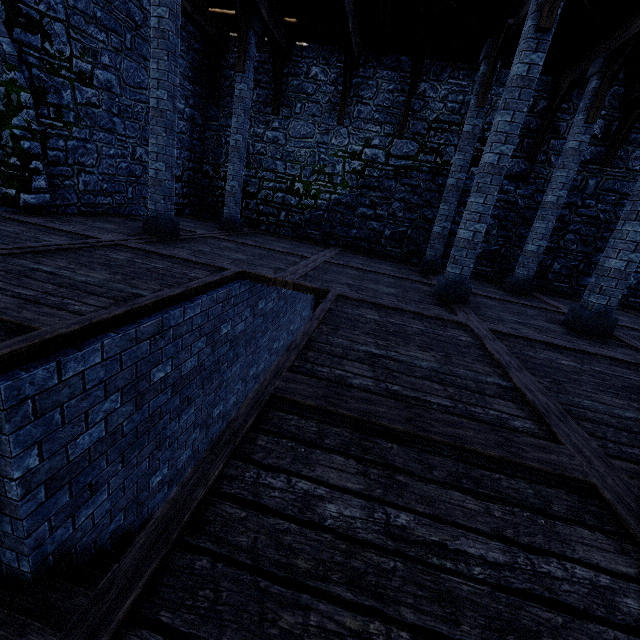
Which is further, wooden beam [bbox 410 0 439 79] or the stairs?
wooden beam [bbox 410 0 439 79]

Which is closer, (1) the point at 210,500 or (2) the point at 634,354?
(1) the point at 210,500

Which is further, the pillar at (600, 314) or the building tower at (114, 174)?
the building tower at (114, 174)

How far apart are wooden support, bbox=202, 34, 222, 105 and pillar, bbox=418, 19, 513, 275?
7.9m

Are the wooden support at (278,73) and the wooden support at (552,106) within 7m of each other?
no

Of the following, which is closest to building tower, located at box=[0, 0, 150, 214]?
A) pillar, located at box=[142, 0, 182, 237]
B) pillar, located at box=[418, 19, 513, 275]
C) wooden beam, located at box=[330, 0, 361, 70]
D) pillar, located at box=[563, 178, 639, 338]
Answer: wooden beam, located at box=[330, 0, 361, 70]

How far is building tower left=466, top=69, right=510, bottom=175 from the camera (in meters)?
9.52

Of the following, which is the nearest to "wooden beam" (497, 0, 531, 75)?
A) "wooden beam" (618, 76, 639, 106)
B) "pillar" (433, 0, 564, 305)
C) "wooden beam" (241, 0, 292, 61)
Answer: "pillar" (433, 0, 564, 305)
